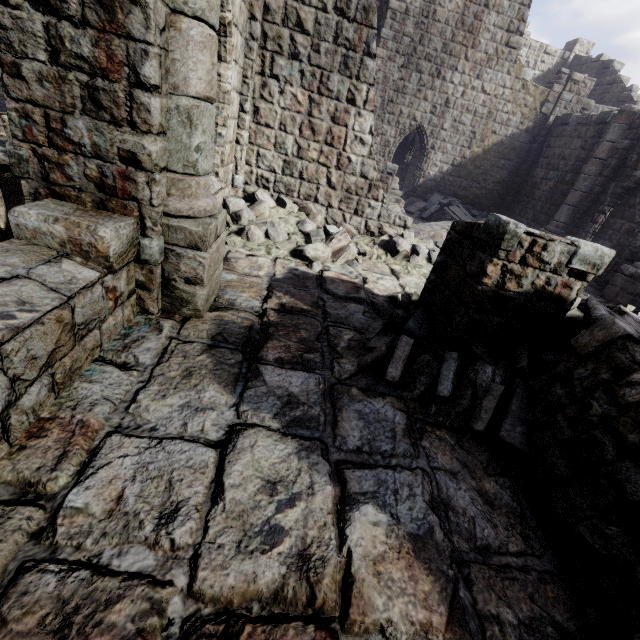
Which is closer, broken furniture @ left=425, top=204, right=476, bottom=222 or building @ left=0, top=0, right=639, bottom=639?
building @ left=0, top=0, right=639, bottom=639

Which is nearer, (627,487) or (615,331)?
(627,487)

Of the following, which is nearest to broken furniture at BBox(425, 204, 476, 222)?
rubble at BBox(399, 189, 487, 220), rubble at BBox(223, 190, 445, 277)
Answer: rubble at BBox(399, 189, 487, 220)

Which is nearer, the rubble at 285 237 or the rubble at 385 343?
the rubble at 385 343

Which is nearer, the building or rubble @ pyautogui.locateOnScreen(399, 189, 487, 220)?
the building

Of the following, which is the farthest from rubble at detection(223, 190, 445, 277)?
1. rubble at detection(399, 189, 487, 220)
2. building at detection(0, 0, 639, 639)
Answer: rubble at detection(399, 189, 487, 220)

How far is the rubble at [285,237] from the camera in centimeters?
689cm

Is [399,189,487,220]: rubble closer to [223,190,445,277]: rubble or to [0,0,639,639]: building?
[0,0,639,639]: building
